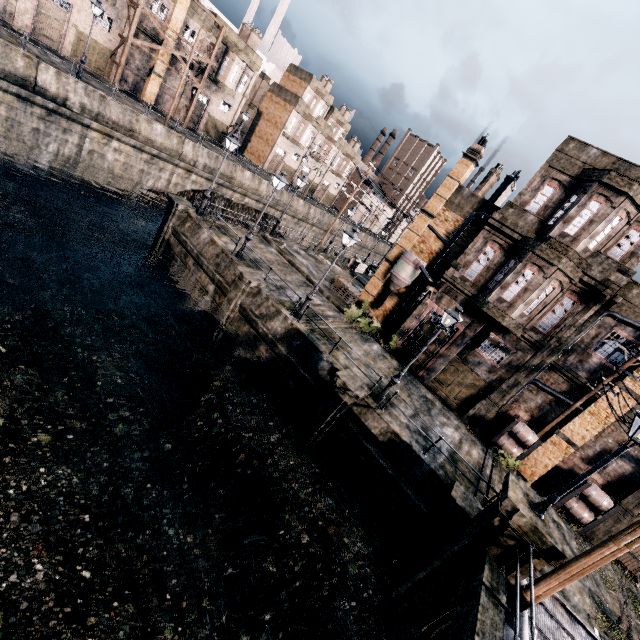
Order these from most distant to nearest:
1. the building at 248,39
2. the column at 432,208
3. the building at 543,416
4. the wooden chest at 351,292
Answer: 1. the building at 248,39
2. the wooden chest at 351,292
3. the column at 432,208
4. the building at 543,416

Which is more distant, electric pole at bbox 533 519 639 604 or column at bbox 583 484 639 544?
column at bbox 583 484 639 544

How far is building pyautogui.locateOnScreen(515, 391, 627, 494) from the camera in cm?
1720

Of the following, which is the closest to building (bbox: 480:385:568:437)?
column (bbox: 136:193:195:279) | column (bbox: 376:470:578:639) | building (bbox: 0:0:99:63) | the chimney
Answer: the chimney

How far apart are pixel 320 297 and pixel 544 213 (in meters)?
14.96

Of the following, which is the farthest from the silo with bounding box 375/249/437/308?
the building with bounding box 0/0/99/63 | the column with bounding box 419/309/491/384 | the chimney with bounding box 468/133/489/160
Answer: the building with bounding box 0/0/99/63

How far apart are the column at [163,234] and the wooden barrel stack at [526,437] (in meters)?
24.18

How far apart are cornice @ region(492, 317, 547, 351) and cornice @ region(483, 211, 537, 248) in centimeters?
425cm
